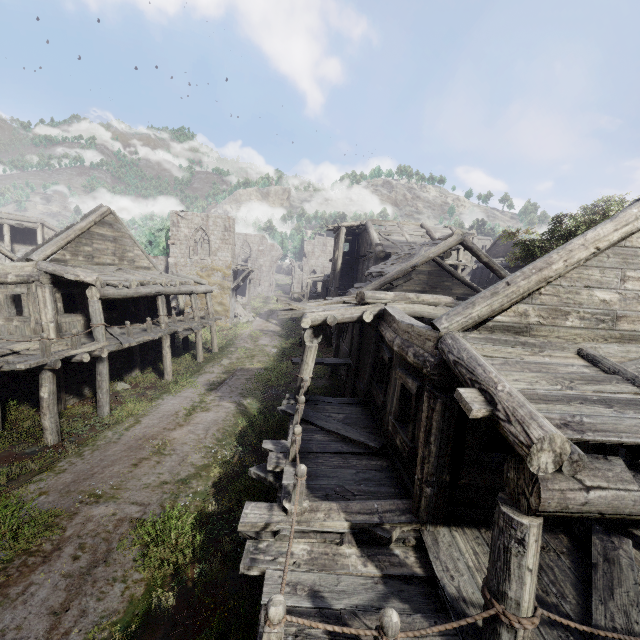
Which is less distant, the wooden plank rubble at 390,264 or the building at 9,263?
the building at 9,263

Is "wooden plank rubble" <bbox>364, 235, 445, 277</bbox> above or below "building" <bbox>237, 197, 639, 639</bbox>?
above

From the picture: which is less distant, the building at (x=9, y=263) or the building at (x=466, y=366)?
the building at (x=466, y=366)

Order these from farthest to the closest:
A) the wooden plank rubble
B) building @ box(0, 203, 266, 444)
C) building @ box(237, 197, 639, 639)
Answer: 1. the wooden plank rubble
2. building @ box(0, 203, 266, 444)
3. building @ box(237, 197, 639, 639)

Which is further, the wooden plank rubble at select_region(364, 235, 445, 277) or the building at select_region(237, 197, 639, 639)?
the wooden plank rubble at select_region(364, 235, 445, 277)

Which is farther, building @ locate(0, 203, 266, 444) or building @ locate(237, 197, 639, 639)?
building @ locate(0, 203, 266, 444)

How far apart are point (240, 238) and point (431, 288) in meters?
43.8

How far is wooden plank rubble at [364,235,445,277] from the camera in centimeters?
1573cm
